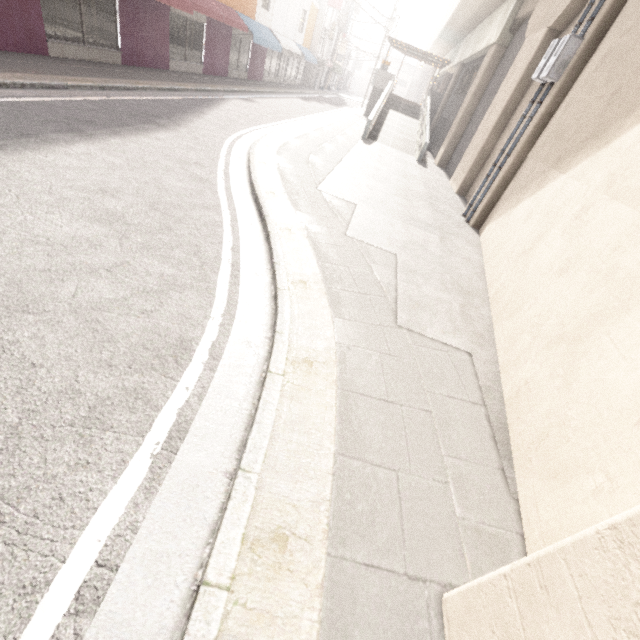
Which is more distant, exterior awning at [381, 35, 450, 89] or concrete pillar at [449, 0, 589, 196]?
exterior awning at [381, 35, 450, 89]

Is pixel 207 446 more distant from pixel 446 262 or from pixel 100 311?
pixel 446 262

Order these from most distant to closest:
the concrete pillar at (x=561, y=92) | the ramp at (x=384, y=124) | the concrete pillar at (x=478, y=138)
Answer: the ramp at (x=384, y=124) → the concrete pillar at (x=478, y=138) → the concrete pillar at (x=561, y=92)

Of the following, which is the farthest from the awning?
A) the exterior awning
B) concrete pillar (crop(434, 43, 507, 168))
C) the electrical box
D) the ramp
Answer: the electrical box

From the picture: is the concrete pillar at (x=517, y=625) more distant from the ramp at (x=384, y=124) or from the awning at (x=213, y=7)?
the awning at (x=213, y=7)

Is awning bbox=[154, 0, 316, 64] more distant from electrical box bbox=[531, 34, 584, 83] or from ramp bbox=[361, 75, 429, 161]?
electrical box bbox=[531, 34, 584, 83]

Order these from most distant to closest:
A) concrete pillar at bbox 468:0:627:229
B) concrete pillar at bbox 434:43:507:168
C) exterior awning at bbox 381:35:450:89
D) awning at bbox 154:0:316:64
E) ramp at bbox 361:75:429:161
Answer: exterior awning at bbox 381:35:450:89, ramp at bbox 361:75:429:161, concrete pillar at bbox 434:43:507:168, awning at bbox 154:0:316:64, concrete pillar at bbox 468:0:627:229

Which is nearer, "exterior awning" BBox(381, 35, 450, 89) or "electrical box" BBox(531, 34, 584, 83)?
"electrical box" BBox(531, 34, 584, 83)
